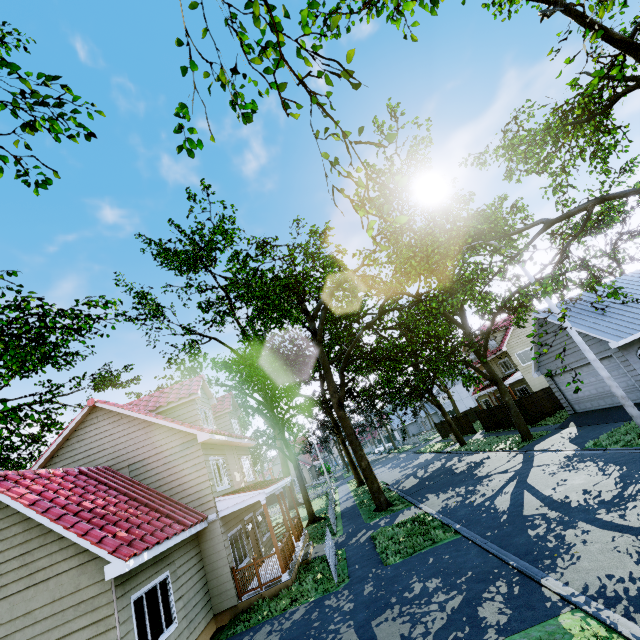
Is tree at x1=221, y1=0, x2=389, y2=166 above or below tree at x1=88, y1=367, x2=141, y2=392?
below

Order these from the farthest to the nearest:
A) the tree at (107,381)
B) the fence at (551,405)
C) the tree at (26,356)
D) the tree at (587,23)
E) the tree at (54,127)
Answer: the tree at (107,381) < the fence at (551,405) < the tree at (26,356) < the tree at (587,23) < the tree at (54,127)

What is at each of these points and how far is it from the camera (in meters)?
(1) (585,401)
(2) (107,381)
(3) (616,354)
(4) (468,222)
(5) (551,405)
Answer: (1) garage door, 18.66
(2) tree, 33.19
(3) garage door, 15.66
(4) tree, 9.65
(5) fence, 24.09

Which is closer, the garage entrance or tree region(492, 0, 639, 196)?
tree region(492, 0, 639, 196)

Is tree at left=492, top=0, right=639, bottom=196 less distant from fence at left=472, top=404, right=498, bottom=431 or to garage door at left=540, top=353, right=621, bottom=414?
A: fence at left=472, top=404, right=498, bottom=431

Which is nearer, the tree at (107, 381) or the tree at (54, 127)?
the tree at (54, 127)
